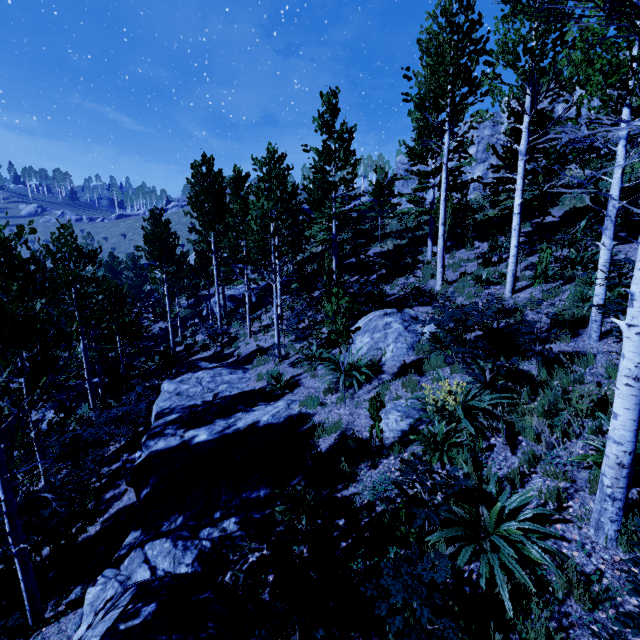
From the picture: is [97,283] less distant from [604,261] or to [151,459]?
[151,459]

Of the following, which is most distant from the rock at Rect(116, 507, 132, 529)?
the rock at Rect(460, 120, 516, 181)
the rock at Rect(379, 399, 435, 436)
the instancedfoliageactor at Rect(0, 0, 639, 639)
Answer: the rock at Rect(460, 120, 516, 181)

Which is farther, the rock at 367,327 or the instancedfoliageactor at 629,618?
the rock at 367,327

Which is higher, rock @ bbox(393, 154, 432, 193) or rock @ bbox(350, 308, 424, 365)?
rock @ bbox(393, 154, 432, 193)

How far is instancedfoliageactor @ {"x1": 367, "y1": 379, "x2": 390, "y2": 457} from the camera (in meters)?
5.62

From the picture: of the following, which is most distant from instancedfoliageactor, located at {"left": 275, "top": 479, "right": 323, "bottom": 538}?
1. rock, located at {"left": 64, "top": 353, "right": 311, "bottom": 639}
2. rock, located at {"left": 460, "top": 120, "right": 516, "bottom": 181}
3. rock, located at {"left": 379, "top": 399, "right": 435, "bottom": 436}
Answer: rock, located at {"left": 460, "top": 120, "right": 516, "bottom": 181}

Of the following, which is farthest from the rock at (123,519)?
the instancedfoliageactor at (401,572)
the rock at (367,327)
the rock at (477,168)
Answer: the rock at (477,168)

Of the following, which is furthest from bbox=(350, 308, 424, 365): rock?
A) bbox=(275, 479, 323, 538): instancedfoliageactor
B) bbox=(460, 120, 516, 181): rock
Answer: bbox=(460, 120, 516, 181): rock
